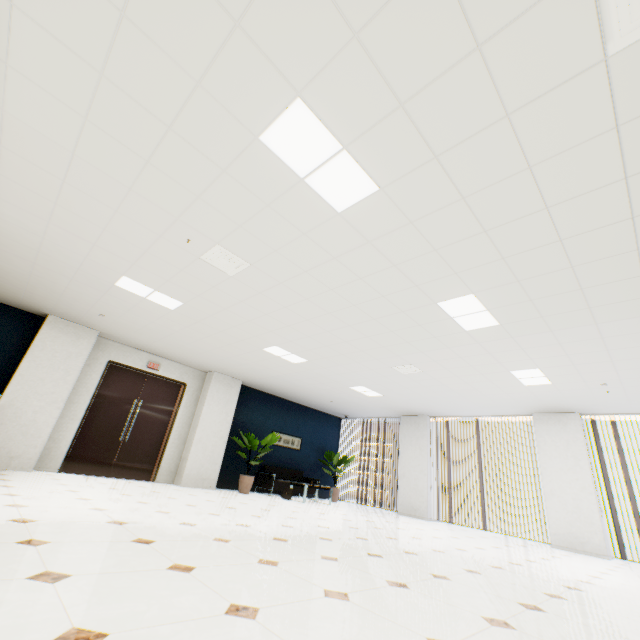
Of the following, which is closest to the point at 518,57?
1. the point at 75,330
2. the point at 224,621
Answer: the point at 224,621

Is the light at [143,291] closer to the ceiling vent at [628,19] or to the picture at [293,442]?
the ceiling vent at [628,19]

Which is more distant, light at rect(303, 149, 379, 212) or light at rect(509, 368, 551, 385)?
light at rect(509, 368, 551, 385)

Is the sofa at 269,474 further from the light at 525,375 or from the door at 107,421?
the light at 525,375

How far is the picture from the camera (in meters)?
10.90

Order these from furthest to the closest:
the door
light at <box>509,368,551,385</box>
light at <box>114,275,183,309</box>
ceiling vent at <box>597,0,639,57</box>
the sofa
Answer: the sofa, the door, light at <box>509,368,551,385</box>, light at <box>114,275,183,309</box>, ceiling vent at <box>597,0,639,57</box>

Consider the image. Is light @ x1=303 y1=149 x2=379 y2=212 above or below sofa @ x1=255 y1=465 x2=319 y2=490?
above
